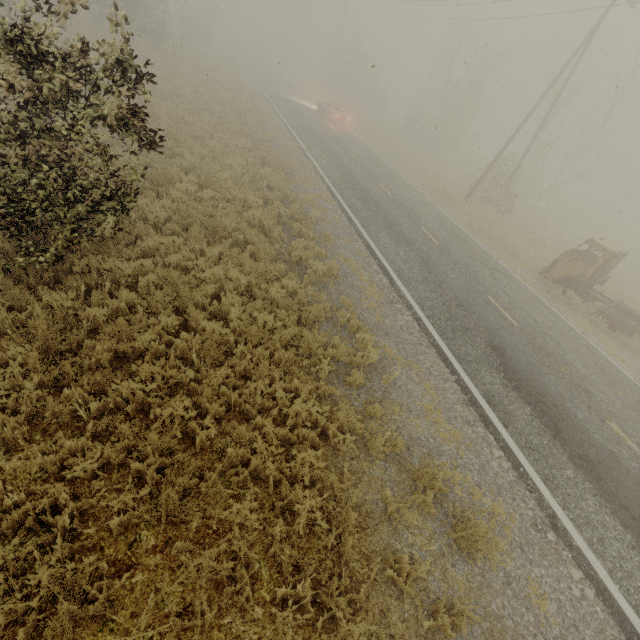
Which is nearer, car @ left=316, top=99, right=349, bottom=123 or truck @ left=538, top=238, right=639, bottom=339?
truck @ left=538, top=238, right=639, bottom=339

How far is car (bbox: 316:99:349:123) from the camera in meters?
28.2

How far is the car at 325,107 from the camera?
28.2m

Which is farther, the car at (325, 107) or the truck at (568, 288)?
the car at (325, 107)

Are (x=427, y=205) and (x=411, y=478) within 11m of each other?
no
